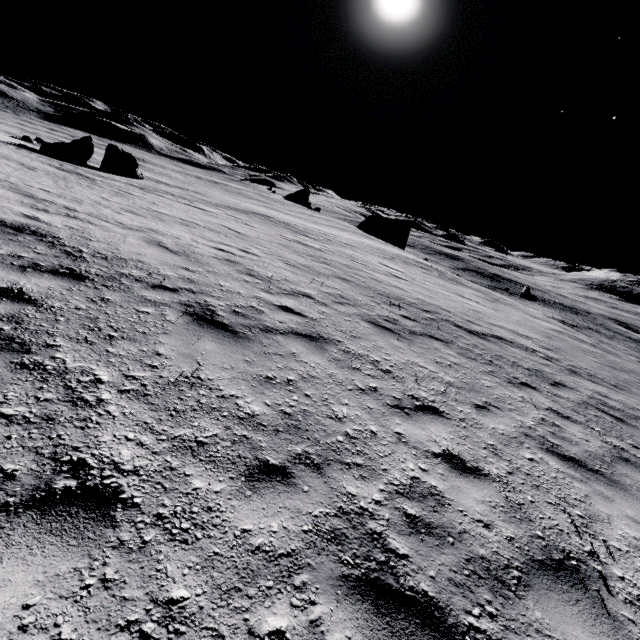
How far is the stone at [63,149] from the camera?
22.48m

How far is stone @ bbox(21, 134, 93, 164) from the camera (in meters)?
22.48

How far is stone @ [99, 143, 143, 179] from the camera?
25.3 meters

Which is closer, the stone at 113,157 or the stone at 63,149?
the stone at 63,149

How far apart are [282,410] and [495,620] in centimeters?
240cm

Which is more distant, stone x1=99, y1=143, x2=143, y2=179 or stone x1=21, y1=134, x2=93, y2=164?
stone x1=99, y1=143, x2=143, y2=179
